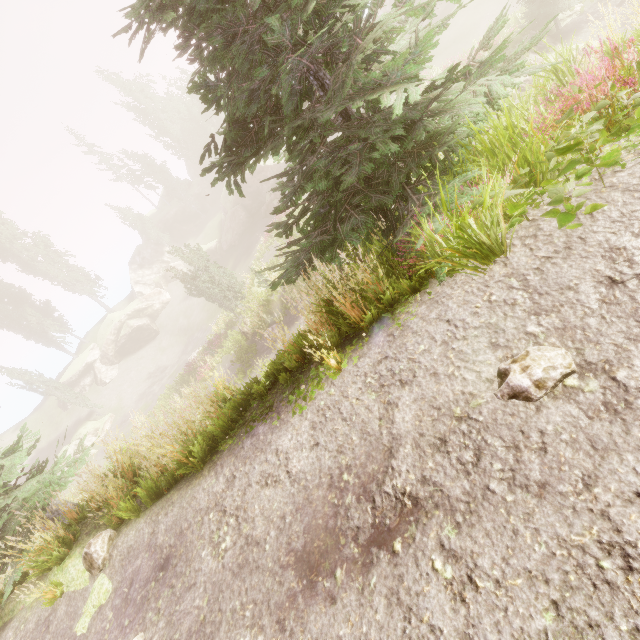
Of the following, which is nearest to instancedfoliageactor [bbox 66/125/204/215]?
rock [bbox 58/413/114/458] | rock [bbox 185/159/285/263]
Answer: rock [bbox 185/159/285/263]

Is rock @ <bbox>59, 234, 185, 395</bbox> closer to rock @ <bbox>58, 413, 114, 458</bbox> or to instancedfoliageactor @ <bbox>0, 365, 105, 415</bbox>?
instancedfoliageactor @ <bbox>0, 365, 105, 415</bbox>

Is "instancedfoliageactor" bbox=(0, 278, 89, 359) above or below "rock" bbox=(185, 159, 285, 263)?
above

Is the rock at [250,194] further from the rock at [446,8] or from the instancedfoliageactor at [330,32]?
the rock at [446,8]

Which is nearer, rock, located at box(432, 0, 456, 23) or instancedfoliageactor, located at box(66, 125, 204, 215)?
rock, located at box(432, 0, 456, 23)

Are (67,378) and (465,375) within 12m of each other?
no

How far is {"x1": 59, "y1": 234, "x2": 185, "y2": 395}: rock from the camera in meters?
39.8 m

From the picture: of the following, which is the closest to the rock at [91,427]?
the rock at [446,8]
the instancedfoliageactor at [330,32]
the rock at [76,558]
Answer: the instancedfoliageactor at [330,32]
